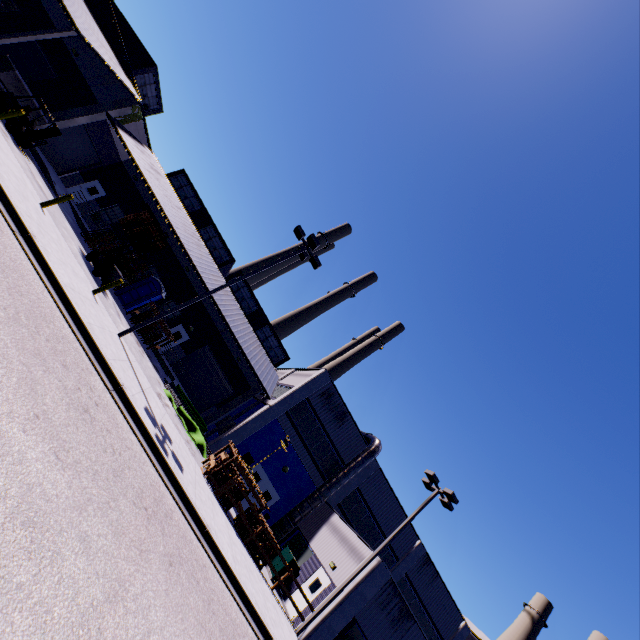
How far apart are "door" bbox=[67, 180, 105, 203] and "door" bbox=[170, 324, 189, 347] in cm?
1264

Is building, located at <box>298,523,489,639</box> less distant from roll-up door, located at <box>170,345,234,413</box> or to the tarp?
A: roll-up door, located at <box>170,345,234,413</box>

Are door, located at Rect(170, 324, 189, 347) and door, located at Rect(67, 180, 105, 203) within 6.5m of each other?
no

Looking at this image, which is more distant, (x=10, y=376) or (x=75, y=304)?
(x=75, y=304)

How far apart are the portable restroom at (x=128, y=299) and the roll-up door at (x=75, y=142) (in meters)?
Answer: 11.79

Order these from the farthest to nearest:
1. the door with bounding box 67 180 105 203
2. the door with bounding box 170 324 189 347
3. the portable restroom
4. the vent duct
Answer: the door with bounding box 170 324 189 347
the door with bounding box 67 180 105 203
the portable restroom
the vent duct

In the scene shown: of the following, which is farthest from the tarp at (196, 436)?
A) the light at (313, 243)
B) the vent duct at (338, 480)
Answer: the vent duct at (338, 480)

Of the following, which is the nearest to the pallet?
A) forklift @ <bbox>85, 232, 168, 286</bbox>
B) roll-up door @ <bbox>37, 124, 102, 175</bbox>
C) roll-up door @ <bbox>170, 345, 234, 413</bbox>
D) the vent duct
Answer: forklift @ <bbox>85, 232, 168, 286</bbox>
